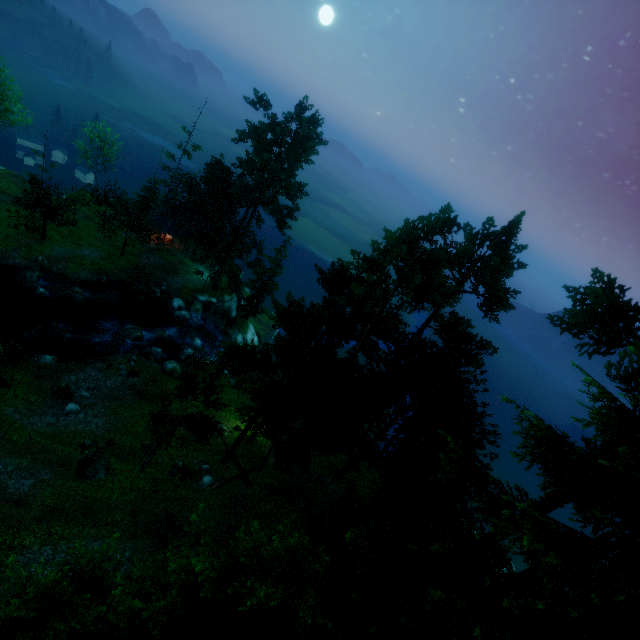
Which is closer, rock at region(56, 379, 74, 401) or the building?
rock at region(56, 379, 74, 401)

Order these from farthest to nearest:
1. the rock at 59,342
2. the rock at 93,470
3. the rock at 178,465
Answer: the rock at 59,342 → the rock at 178,465 → the rock at 93,470

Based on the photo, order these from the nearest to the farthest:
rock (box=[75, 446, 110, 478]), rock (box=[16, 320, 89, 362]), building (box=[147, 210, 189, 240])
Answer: rock (box=[75, 446, 110, 478])
rock (box=[16, 320, 89, 362])
building (box=[147, 210, 189, 240])

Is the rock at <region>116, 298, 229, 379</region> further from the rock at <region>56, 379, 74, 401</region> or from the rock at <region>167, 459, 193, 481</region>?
the rock at <region>167, 459, 193, 481</region>

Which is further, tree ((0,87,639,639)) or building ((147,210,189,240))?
building ((147,210,189,240))

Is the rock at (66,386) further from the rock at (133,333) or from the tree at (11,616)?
the tree at (11,616)

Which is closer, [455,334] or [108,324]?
[455,334]

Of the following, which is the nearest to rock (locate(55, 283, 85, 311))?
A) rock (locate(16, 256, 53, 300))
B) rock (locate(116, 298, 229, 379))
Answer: rock (locate(16, 256, 53, 300))
